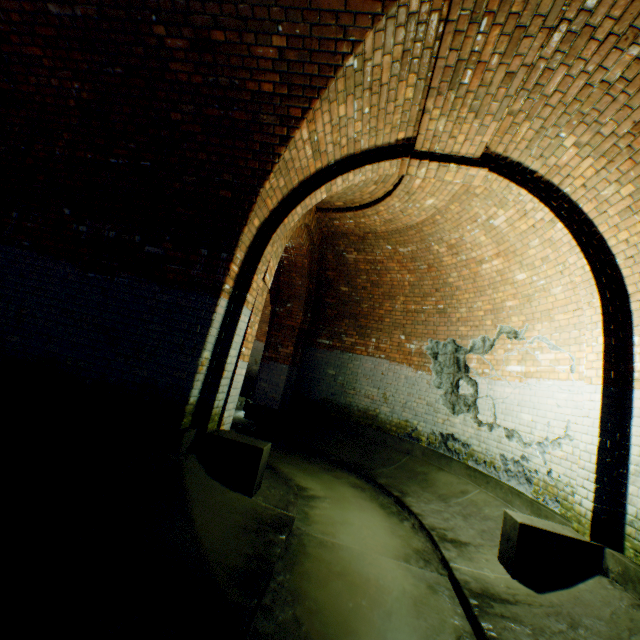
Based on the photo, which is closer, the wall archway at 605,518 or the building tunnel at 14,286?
the building tunnel at 14,286

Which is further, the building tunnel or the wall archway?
the wall archway

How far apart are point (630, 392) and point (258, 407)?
6.6m

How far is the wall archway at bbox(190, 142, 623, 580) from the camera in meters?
3.2

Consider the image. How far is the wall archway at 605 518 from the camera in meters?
3.2
